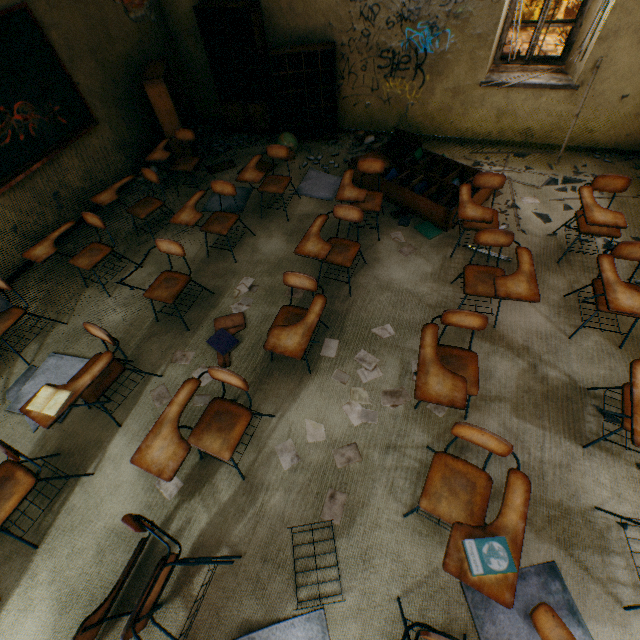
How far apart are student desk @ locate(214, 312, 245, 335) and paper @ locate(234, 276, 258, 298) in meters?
0.0 m

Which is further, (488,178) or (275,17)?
(275,17)

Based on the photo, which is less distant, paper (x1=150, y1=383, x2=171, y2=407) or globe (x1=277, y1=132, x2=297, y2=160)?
paper (x1=150, y1=383, x2=171, y2=407)

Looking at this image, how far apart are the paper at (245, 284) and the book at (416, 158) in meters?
2.8

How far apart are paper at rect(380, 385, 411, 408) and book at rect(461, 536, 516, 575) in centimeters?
119cm

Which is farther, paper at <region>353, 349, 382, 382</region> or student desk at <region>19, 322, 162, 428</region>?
paper at <region>353, 349, 382, 382</region>

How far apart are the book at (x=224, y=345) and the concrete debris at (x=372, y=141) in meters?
3.8

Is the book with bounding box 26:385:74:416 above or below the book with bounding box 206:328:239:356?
above
